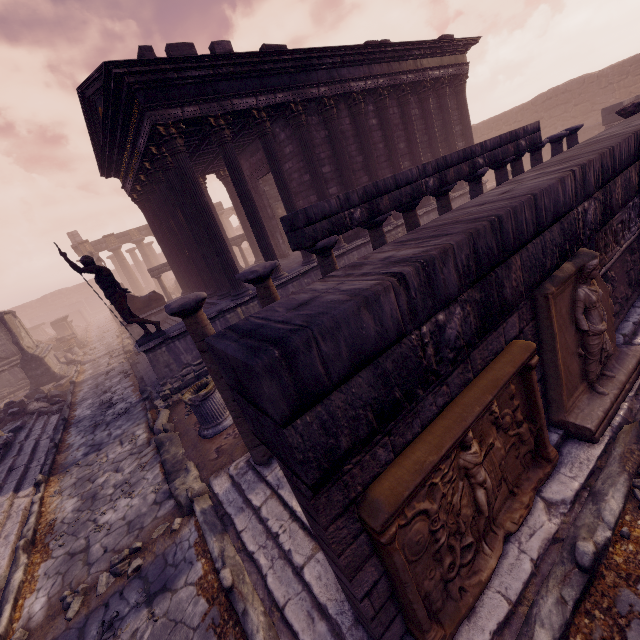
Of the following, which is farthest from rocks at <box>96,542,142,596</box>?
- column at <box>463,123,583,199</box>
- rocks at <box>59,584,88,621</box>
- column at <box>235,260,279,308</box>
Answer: column at <box>463,123,583,199</box>

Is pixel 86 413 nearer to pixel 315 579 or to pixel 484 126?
pixel 315 579

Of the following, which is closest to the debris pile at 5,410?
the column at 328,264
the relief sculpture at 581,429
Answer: the relief sculpture at 581,429

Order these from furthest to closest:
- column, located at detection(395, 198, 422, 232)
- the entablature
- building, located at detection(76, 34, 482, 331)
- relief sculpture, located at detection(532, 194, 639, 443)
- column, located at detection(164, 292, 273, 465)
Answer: building, located at detection(76, 34, 482, 331)
column, located at detection(395, 198, 422, 232)
the entablature
column, located at detection(164, 292, 273, 465)
relief sculpture, located at detection(532, 194, 639, 443)

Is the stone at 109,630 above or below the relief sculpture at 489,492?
below

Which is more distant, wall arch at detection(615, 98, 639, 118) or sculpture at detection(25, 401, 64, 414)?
sculpture at detection(25, 401, 64, 414)

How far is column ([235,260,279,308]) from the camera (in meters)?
4.25

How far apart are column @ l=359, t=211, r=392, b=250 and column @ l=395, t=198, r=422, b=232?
0.5 meters
